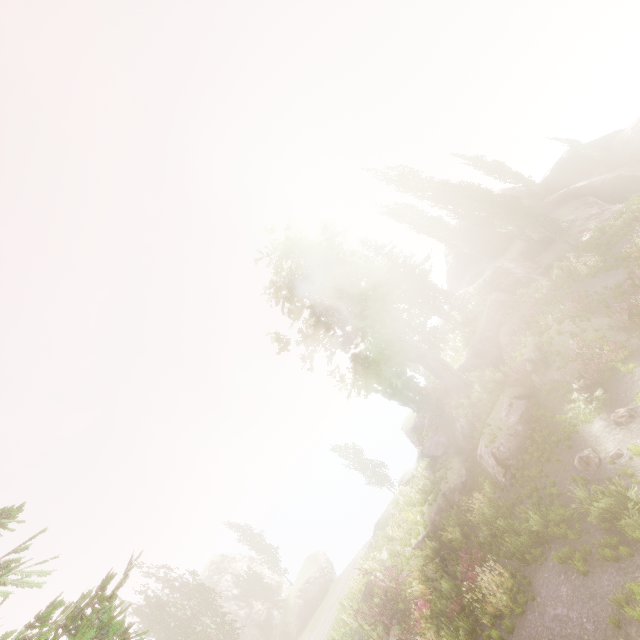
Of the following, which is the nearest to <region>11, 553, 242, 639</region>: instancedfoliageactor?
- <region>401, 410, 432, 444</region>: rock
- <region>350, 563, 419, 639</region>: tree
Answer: <region>350, 563, 419, 639</region>: tree

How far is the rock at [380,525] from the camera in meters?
29.5

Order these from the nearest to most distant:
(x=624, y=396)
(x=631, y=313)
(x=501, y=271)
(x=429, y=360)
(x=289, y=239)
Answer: (x=624, y=396), (x=631, y=313), (x=429, y=360), (x=289, y=239), (x=501, y=271)

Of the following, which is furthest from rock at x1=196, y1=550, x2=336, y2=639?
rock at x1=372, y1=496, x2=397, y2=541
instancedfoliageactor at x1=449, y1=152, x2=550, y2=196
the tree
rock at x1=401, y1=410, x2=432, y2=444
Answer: the tree

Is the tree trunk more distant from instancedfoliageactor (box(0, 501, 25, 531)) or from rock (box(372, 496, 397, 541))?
rock (box(372, 496, 397, 541))

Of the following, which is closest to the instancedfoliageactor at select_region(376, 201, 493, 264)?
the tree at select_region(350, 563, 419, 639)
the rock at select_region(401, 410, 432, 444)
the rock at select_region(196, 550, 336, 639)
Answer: the rock at select_region(196, 550, 336, 639)

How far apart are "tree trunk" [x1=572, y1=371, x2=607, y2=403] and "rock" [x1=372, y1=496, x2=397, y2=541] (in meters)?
21.50

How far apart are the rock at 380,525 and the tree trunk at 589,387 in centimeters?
2150cm
